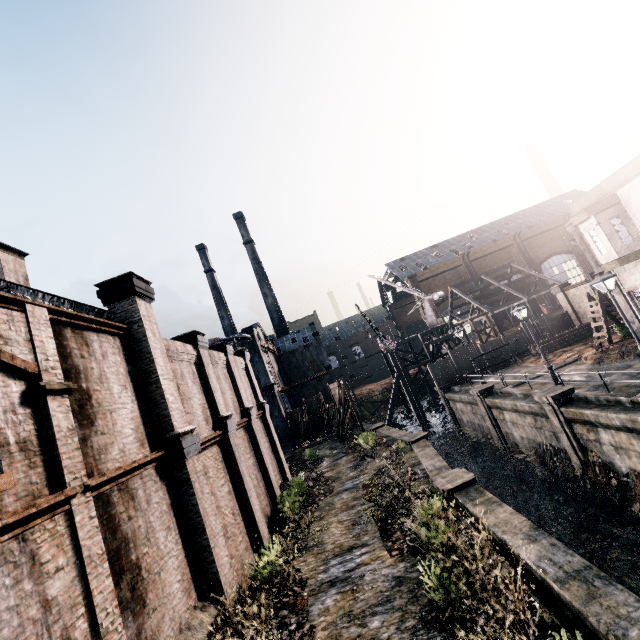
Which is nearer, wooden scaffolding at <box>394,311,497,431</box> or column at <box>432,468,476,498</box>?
column at <box>432,468,476,498</box>

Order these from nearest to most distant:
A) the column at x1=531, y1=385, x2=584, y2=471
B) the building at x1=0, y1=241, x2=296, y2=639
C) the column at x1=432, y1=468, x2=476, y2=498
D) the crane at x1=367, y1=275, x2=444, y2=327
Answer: the building at x1=0, y1=241, x2=296, y2=639 → the column at x1=432, y1=468, x2=476, y2=498 → the column at x1=531, y1=385, x2=584, y2=471 → the crane at x1=367, y1=275, x2=444, y2=327

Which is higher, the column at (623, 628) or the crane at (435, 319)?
the crane at (435, 319)

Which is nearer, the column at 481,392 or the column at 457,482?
the column at 457,482

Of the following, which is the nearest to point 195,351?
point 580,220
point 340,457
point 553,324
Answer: point 340,457

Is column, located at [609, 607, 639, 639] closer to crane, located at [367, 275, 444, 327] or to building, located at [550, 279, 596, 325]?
crane, located at [367, 275, 444, 327]

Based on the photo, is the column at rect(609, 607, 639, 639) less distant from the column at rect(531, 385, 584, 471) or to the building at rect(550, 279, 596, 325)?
the column at rect(531, 385, 584, 471)

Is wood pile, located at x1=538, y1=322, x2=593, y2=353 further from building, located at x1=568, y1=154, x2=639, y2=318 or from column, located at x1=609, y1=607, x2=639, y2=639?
column, located at x1=609, y1=607, x2=639, y2=639
